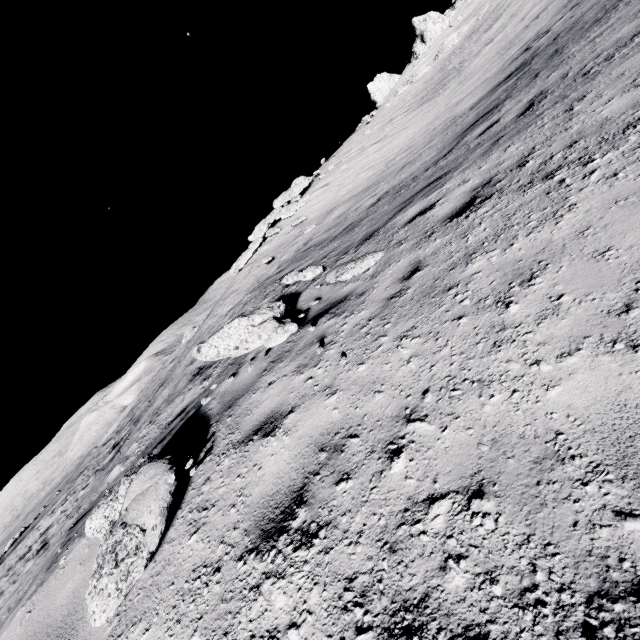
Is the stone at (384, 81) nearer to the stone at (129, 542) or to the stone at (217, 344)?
the stone at (217, 344)

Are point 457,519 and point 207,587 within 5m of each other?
yes

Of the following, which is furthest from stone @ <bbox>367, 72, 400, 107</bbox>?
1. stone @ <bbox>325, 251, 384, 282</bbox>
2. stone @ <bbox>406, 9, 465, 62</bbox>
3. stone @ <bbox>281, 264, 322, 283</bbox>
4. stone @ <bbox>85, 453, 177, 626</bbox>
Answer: stone @ <bbox>85, 453, 177, 626</bbox>

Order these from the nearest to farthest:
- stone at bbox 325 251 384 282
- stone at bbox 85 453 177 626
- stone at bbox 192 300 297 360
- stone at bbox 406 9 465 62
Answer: stone at bbox 85 453 177 626, stone at bbox 192 300 297 360, stone at bbox 325 251 384 282, stone at bbox 406 9 465 62

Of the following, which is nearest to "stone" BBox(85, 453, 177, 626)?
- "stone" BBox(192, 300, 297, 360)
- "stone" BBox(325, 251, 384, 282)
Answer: "stone" BBox(192, 300, 297, 360)

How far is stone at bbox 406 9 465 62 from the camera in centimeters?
2894cm

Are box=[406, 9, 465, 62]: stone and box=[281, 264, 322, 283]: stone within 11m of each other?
no

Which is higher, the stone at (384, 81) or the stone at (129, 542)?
the stone at (384, 81)
